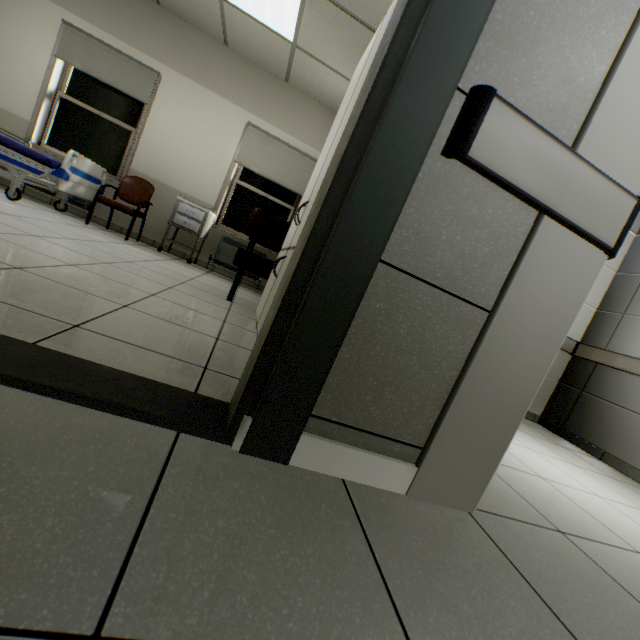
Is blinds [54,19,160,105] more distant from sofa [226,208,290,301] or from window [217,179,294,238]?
sofa [226,208,290,301]

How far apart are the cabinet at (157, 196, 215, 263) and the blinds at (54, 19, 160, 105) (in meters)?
1.18

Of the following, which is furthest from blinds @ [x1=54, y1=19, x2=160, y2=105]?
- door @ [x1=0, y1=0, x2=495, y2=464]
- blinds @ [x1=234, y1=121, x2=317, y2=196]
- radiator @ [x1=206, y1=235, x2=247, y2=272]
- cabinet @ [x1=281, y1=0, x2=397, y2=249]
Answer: cabinet @ [x1=281, y1=0, x2=397, y2=249]

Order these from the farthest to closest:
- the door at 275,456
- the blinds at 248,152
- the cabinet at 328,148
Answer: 1. the blinds at 248,152
2. the cabinet at 328,148
3. the door at 275,456

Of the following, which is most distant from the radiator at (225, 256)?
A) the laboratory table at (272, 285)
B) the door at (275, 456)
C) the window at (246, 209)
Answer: the door at (275, 456)

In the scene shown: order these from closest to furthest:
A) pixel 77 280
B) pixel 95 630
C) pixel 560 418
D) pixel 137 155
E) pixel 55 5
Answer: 1. pixel 95 630
2. pixel 77 280
3. pixel 560 418
4. pixel 55 5
5. pixel 137 155

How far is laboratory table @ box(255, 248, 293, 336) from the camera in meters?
1.8 m

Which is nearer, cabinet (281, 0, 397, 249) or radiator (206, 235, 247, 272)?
cabinet (281, 0, 397, 249)
